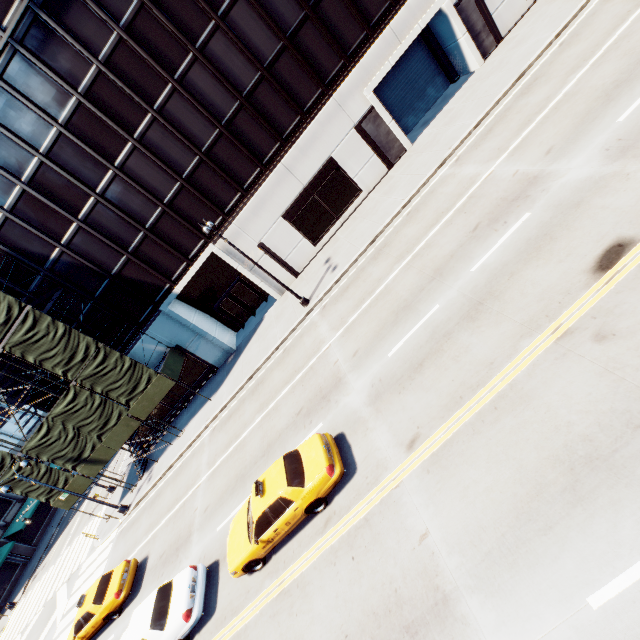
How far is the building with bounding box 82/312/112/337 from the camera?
22.23m

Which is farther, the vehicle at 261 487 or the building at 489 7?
the building at 489 7

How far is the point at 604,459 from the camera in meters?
5.7 m

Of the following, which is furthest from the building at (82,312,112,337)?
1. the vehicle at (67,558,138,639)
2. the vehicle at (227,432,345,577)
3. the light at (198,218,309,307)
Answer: the vehicle at (227,432,345,577)

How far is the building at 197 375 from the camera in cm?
2519

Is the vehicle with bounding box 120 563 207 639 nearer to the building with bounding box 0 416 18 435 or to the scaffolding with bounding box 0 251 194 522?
the scaffolding with bounding box 0 251 194 522

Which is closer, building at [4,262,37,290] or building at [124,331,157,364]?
building at [4,262,37,290]
